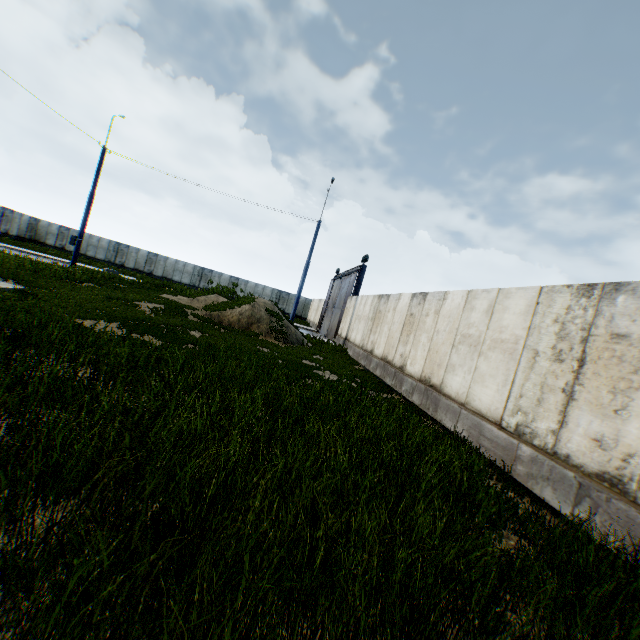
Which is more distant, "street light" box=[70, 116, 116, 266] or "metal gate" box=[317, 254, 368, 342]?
"metal gate" box=[317, 254, 368, 342]

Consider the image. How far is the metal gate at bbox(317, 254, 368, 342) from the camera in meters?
23.3

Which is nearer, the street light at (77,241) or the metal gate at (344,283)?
the street light at (77,241)

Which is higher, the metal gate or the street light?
the street light

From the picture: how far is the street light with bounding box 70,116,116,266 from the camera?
18.9 meters

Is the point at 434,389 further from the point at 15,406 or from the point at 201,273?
the point at 201,273

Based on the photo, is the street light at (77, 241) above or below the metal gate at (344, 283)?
above
